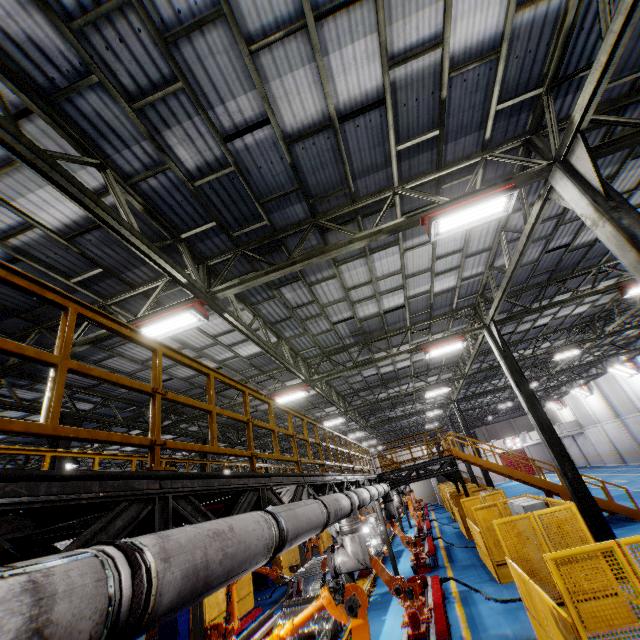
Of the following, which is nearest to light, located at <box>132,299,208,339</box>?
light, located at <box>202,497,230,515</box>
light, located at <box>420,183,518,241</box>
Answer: light, located at <box>202,497,230,515</box>

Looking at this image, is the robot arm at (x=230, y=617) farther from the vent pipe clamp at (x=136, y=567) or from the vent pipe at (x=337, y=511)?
the vent pipe clamp at (x=136, y=567)

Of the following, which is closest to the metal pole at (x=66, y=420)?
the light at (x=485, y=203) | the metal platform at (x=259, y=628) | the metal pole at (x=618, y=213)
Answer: the metal platform at (x=259, y=628)

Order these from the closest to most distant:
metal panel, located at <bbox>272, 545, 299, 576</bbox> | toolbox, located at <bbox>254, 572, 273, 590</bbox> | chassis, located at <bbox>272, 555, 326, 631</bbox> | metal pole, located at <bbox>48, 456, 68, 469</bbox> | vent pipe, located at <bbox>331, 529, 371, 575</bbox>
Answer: vent pipe, located at <bbox>331, 529, 371, 575</bbox>, chassis, located at <bbox>272, 555, 326, 631</bbox>, metal pole, located at <bbox>48, 456, 68, 469</bbox>, toolbox, located at <bbox>254, 572, 273, 590</bbox>, metal panel, located at <bbox>272, 545, 299, 576</bbox>

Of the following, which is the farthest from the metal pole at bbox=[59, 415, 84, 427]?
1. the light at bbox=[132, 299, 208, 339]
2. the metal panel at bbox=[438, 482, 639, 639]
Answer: the light at bbox=[132, 299, 208, 339]

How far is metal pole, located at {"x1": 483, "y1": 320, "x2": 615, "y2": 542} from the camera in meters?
9.3 m

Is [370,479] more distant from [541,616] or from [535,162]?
[535,162]

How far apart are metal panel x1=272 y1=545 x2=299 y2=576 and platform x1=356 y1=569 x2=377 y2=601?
4.56m
